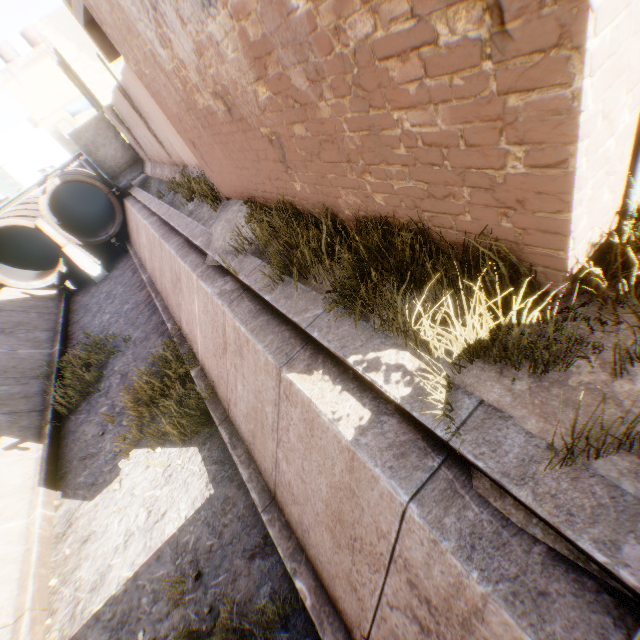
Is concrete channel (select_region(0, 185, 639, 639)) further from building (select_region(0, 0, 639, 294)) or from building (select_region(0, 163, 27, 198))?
building (select_region(0, 163, 27, 198))

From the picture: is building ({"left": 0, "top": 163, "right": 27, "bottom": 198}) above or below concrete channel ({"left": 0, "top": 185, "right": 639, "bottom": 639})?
above

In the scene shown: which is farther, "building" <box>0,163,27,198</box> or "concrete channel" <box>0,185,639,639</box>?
"building" <box>0,163,27,198</box>

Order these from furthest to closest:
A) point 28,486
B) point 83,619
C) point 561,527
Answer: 1. point 28,486
2. point 83,619
3. point 561,527

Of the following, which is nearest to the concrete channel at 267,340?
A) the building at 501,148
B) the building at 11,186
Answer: the building at 501,148

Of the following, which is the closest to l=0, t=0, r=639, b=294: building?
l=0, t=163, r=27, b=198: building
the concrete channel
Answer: the concrete channel

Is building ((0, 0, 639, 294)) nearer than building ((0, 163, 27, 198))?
Yes

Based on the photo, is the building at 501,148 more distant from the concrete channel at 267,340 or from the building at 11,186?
the building at 11,186
